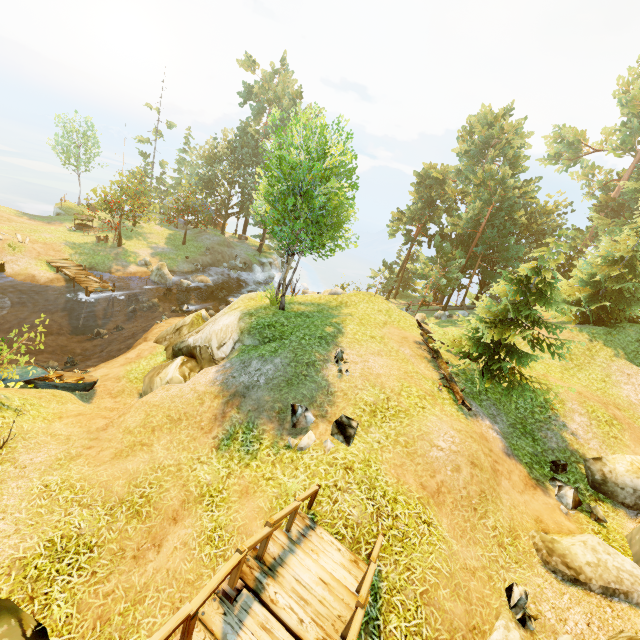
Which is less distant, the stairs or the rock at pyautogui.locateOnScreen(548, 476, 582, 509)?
the stairs

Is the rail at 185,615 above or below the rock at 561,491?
above

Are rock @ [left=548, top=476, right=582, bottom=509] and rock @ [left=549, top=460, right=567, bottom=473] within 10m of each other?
yes

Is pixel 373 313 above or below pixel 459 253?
below

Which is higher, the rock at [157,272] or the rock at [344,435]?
the rock at [344,435]

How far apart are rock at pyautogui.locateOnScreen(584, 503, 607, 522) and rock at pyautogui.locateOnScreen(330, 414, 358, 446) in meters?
7.1 m

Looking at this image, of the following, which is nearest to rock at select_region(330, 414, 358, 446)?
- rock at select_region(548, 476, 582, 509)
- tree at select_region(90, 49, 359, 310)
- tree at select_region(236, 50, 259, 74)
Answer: tree at select_region(90, 49, 359, 310)

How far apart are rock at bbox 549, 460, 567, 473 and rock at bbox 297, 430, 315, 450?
8.4 meters
